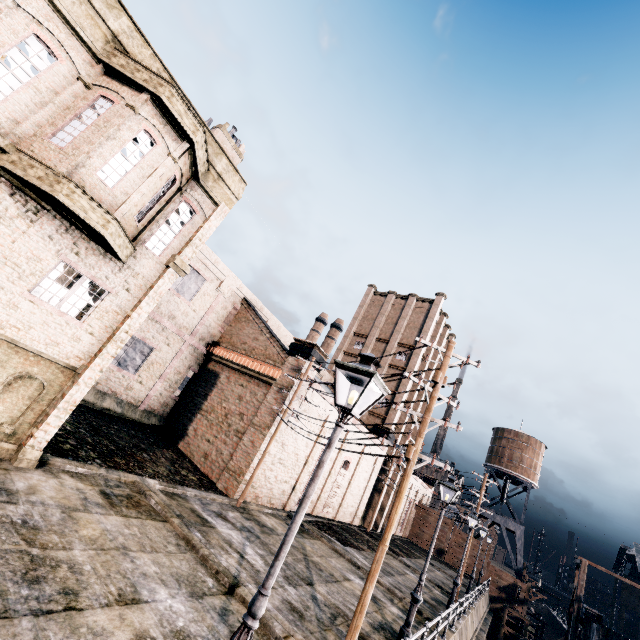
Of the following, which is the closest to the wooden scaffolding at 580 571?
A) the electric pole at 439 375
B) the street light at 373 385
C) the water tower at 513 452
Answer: the water tower at 513 452

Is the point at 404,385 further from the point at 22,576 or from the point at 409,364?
the point at 22,576

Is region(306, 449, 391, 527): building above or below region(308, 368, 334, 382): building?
below

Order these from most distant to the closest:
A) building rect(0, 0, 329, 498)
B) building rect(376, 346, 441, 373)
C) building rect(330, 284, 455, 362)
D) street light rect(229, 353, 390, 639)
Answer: building rect(330, 284, 455, 362) → building rect(376, 346, 441, 373) → building rect(0, 0, 329, 498) → street light rect(229, 353, 390, 639)

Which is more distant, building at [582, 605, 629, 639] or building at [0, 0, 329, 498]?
building at [582, 605, 629, 639]

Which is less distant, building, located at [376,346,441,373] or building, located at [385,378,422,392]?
building, located at [385,378,422,392]

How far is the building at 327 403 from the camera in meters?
21.7

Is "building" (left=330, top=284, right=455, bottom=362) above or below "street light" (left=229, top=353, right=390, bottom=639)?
above
